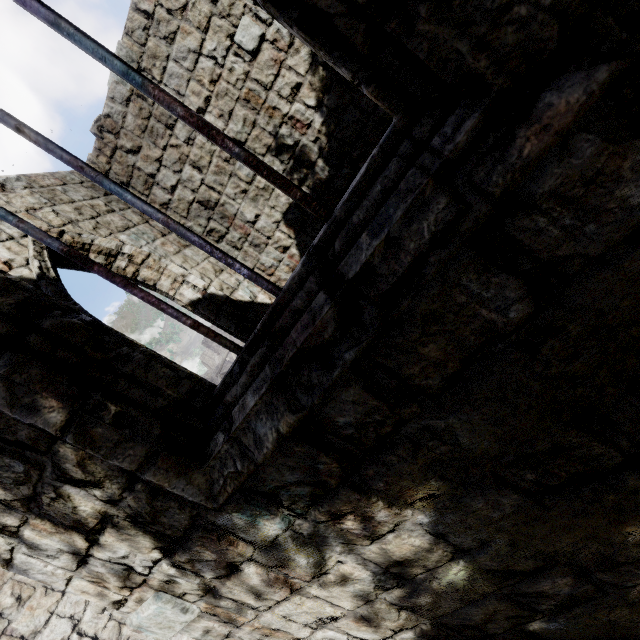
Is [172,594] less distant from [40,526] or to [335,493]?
[40,526]
